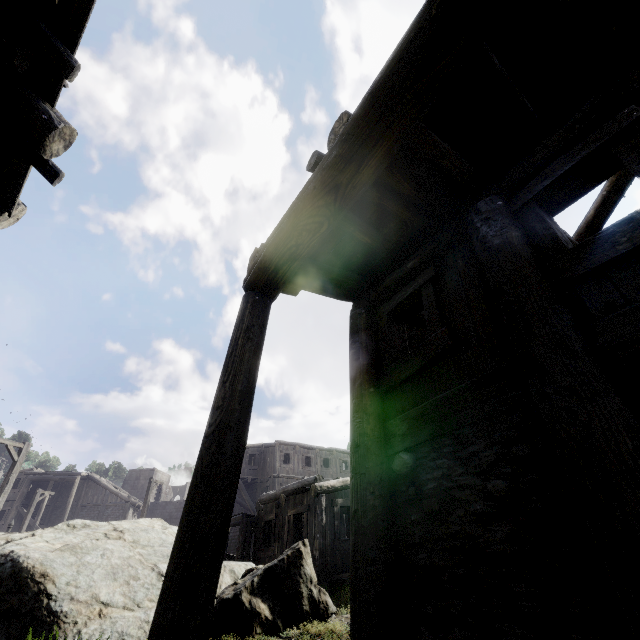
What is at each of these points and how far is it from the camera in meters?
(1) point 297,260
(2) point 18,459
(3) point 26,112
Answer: (1) building, 4.0
(2) wooden lamp post, 15.4
(3) building, 3.8

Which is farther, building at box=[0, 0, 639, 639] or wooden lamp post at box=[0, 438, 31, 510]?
wooden lamp post at box=[0, 438, 31, 510]

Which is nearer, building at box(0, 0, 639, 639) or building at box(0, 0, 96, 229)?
building at box(0, 0, 639, 639)

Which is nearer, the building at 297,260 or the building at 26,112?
the building at 297,260

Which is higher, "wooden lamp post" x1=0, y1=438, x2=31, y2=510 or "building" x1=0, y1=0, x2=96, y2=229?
"wooden lamp post" x1=0, y1=438, x2=31, y2=510

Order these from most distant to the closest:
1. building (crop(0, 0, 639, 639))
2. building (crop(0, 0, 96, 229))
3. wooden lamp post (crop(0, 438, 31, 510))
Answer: wooden lamp post (crop(0, 438, 31, 510)), building (crop(0, 0, 96, 229)), building (crop(0, 0, 639, 639))

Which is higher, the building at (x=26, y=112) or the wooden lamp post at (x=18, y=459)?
A: the wooden lamp post at (x=18, y=459)
